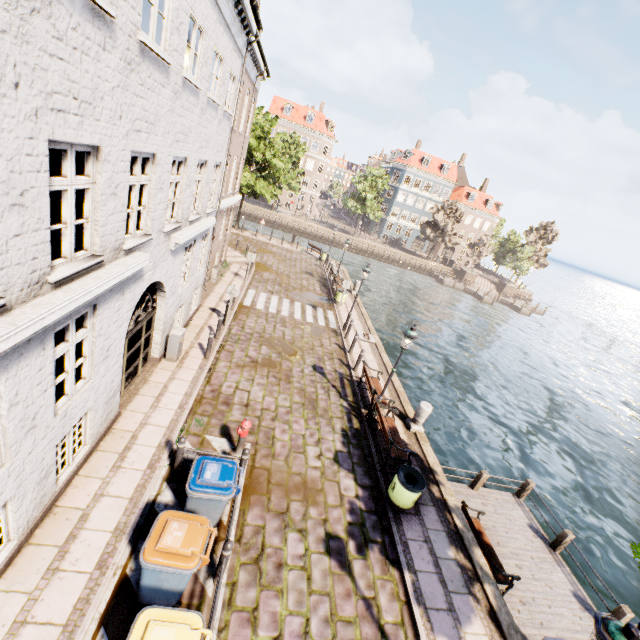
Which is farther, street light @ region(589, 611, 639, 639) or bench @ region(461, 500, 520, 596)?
bench @ region(461, 500, 520, 596)

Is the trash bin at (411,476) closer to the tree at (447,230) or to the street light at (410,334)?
the street light at (410,334)

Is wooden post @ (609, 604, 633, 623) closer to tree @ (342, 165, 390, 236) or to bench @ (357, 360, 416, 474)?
bench @ (357, 360, 416, 474)

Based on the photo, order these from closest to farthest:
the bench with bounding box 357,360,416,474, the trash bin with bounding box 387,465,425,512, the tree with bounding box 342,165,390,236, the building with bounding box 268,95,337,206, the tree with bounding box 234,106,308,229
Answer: the trash bin with bounding box 387,465,425,512, the bench with bounding box 357,360,416,474, the tree with bounding box 234,106,308,229, the tree with bounding box 342,165,390,236, the building with bounding box 268,95,337,206

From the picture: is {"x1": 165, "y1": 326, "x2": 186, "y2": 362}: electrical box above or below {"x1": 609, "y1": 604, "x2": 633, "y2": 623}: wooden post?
above

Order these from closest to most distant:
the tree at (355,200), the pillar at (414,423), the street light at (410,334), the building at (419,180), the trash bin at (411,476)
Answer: the trash bin at (411,476)
the street light at (410,334)
the pillar at (414,423)
the tree at (355,200)
the building at (419,180)

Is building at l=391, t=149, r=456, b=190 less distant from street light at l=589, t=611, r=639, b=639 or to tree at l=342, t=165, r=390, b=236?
tree at l=342, t=165, r=390, b=236

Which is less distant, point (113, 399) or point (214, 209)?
point (113, 399)
